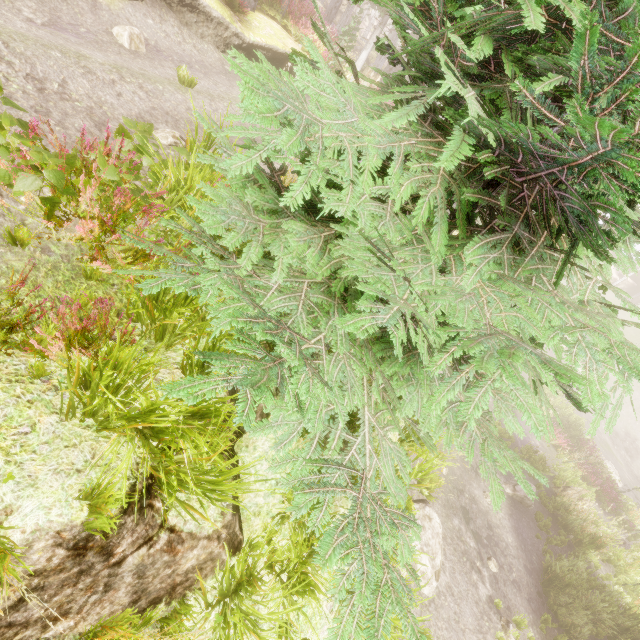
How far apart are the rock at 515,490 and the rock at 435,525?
6.5m

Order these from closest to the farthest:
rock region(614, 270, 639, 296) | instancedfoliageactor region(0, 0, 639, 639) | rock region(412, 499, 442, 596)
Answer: instancedfoliageactor region(0, 0, 639, 639) → rock region(412, 499, 442, 596) → rock region(614, 270, 639, 296)

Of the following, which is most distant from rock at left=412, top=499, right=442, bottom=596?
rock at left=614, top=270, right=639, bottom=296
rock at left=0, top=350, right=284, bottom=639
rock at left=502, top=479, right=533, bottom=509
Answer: rock at left=614, top=270, right=639, bottom=296

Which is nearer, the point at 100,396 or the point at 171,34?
the point at 100,396

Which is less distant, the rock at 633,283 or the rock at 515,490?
the rock at 515,490

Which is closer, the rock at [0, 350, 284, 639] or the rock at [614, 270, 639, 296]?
the rock at [0, 350, 284, 639]

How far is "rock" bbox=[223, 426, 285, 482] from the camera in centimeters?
423cm
